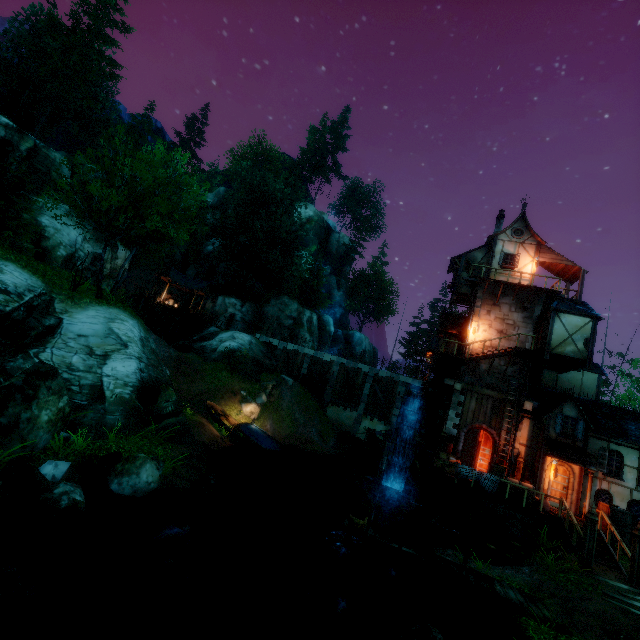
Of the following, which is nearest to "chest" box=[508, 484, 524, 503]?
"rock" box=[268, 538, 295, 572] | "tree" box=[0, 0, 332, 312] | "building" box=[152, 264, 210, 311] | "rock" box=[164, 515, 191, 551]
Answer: "tree" box=[0, 0, 332, 312]

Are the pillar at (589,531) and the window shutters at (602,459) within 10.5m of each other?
yes

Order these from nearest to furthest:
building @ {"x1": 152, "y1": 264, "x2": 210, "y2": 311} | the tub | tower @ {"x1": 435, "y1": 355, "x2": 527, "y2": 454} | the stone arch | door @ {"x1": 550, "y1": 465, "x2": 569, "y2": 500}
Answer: the tub
the stone arch
door @ {"x1": 550, "y1": 465, "x2": 569, "y2": 500}
tower @ {"x1": 435, "y1": 355, "x2": 527, "y2": 454}
building @ {"x1": 152, "y1": 264, "x2": 210, "y2": 311}

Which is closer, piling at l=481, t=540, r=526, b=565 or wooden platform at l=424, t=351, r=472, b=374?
piling at l=481, t=540, r=526, b=565

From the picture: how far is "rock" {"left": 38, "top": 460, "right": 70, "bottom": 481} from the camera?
9.1 meters

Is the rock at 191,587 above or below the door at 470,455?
below

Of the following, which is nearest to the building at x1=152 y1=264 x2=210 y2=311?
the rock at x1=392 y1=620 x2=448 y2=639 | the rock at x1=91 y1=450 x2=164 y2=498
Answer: the rock at x1=91 y1=450 x2=164 y2=498

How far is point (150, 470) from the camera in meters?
10.6
